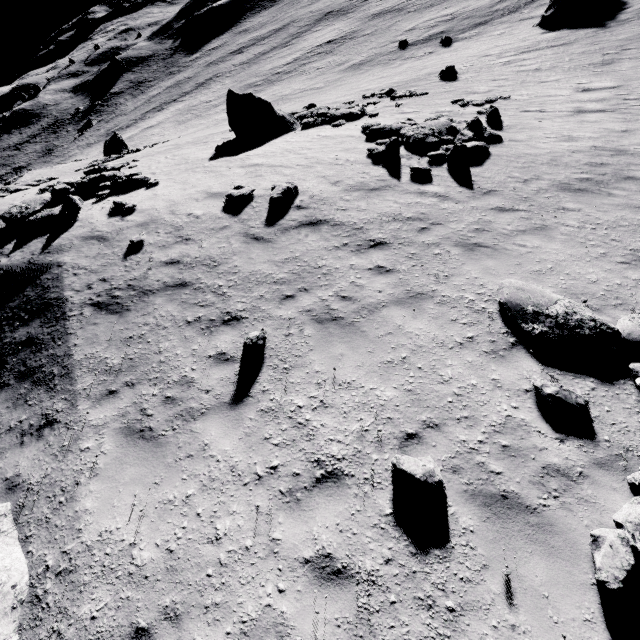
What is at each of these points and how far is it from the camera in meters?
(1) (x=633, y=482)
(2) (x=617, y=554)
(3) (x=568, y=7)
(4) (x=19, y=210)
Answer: (1) stone, 4.2 m
(2) stone, 3.6 m
(3) stone, 24.2 m
(4) stone, 12.4 m

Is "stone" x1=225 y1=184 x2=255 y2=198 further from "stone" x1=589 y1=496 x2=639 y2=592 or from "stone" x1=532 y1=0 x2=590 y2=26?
"stone" x1=532 y1=0 x2=590 y2=26

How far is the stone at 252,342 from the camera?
6.4m

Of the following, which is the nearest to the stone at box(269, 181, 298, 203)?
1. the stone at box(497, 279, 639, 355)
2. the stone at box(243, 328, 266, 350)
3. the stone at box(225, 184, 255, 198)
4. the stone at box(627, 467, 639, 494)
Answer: the stone at box(225, 184, 255, 198)

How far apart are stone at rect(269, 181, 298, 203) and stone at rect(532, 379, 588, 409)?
8.5 meters

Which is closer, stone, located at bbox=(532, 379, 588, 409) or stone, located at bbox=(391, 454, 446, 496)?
stone, located at bbox=(391, 454, 446, 496)

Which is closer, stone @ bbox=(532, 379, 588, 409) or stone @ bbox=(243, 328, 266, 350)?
stone @ bbox=(532, 379, 588, 409)

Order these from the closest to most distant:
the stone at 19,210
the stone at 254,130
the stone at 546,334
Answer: the stone at 546,334
the stone at 19,210
the stone at 254,130
